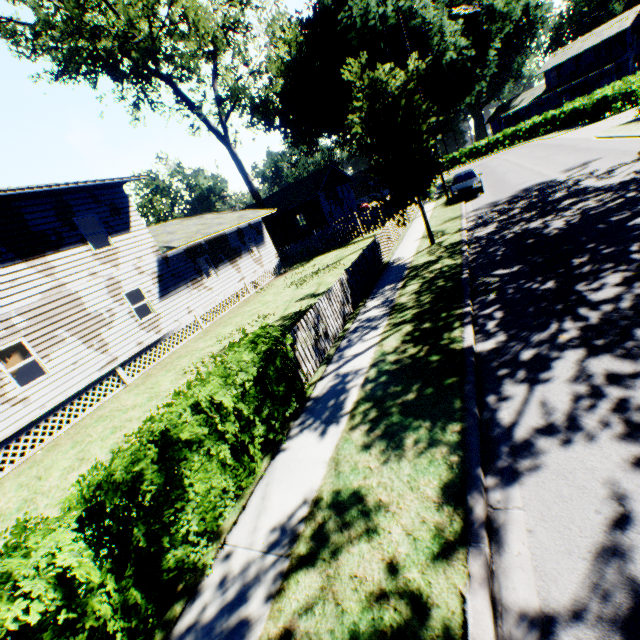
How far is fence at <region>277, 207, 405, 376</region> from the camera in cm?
786

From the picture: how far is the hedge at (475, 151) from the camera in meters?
49.9

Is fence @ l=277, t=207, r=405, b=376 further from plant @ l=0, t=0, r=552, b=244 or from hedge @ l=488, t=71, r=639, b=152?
hedge @ l=488, t=71, r=639, b=152

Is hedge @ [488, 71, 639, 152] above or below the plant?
below

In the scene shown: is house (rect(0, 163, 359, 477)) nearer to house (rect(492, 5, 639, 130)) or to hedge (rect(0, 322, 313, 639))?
hedge (rect(0, 322, 313, 639))

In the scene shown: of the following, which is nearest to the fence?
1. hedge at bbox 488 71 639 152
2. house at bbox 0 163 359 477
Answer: house at bbox 0 163 359 477

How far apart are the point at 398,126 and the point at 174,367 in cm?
1296

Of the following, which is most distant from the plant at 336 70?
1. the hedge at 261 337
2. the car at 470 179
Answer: the car at 470 179
